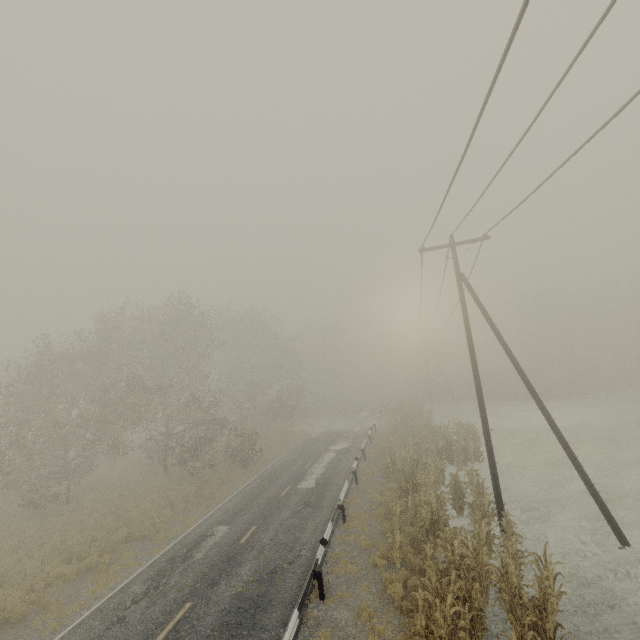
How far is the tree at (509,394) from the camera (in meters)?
44.64

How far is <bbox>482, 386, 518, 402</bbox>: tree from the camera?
44.6m

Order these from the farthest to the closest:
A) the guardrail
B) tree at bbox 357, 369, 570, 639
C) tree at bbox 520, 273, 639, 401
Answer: tree at bbox 520, 273, 639, 401 → the guardrail → tree at bbox 357, 369, 570, 639

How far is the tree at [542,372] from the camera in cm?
5688

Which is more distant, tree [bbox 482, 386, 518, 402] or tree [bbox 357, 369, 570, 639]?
tree [bbox 482, 386, 518, 402]

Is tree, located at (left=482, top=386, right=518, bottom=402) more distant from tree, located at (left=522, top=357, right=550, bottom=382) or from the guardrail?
the guardrail

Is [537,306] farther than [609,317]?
Yes

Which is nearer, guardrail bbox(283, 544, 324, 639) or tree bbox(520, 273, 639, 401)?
guardrail bbox(283, 544, 324, 639)
